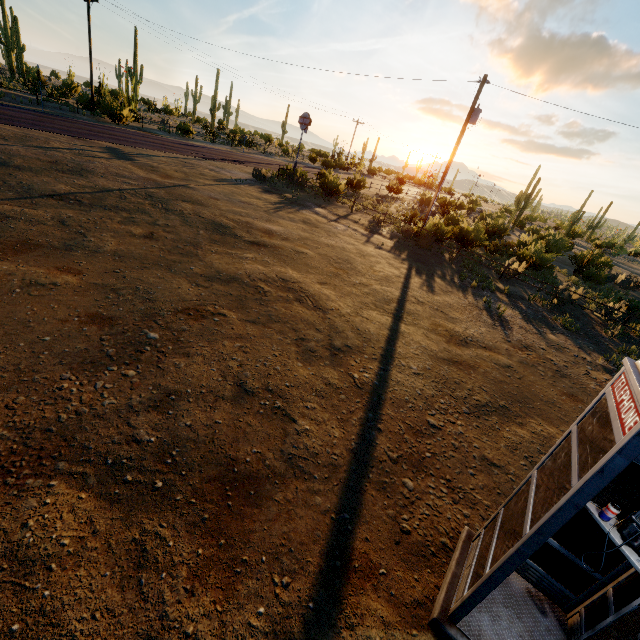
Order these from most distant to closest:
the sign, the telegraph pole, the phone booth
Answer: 1. the sign
2. the telegraph pole
3. the phone booth

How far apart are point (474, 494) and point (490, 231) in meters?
27.5 m

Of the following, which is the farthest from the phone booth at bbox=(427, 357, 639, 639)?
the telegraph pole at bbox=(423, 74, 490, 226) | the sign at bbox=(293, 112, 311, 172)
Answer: the sign at bbox=(293, 112, 311, 172)

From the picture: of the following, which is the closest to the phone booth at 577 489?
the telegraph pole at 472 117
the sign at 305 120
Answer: the telegraph pole at 472 117

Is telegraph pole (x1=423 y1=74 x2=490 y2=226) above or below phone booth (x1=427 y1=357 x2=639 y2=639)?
above

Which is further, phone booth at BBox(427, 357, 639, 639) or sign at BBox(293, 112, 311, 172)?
sign at BBox(293, 112, 311, 172)

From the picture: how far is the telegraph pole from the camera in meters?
16.1 m

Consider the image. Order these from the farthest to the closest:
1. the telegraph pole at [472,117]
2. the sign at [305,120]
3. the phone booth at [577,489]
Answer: the sign at [305,120] < the telegraph pole at [472,117] < the phone booth at [577,489]
